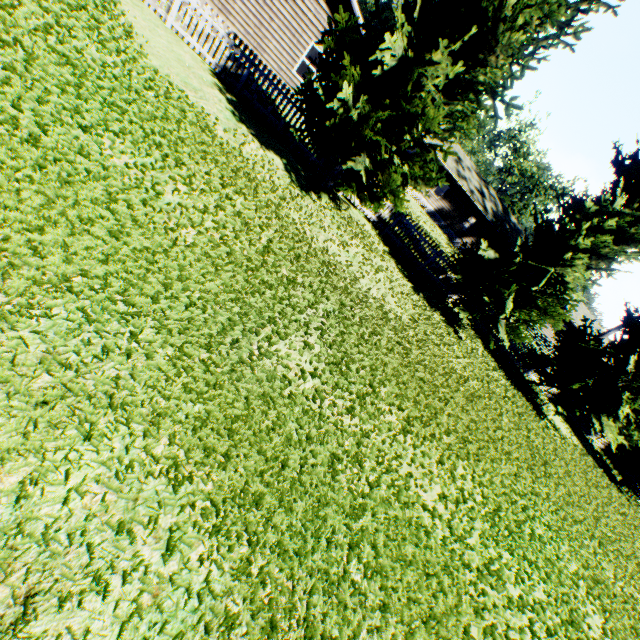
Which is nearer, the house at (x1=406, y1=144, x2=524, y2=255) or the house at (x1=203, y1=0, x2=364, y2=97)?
the house at (x1=203, y1=0, x2=364, y2=97)

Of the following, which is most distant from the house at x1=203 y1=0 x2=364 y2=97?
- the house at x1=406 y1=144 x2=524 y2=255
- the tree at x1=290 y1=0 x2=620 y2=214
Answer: the tree at x1=290 y1=0 x2=620 y2=214

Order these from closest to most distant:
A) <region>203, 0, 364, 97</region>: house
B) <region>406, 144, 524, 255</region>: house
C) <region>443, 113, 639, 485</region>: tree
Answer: <region>443, 113, 639, 485</region>: tree, <region>203, 0, 364, 97</region>: house, <region>406, 144, 524, 255</region>: house

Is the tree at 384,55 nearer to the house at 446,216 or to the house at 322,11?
the house at 322,11

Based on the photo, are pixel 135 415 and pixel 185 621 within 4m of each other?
yes

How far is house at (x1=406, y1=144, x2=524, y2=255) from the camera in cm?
3231

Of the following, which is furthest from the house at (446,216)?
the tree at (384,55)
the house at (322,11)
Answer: the tree at (384,55)

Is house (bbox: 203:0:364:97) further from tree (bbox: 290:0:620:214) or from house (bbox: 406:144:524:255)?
tree (bbox: 290:0:620:214)
